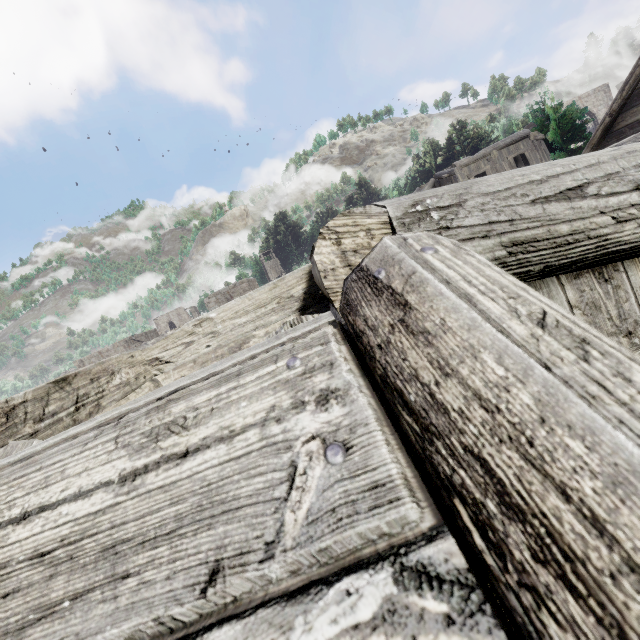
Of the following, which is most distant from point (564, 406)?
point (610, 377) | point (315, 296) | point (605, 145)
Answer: point (605, 145)
